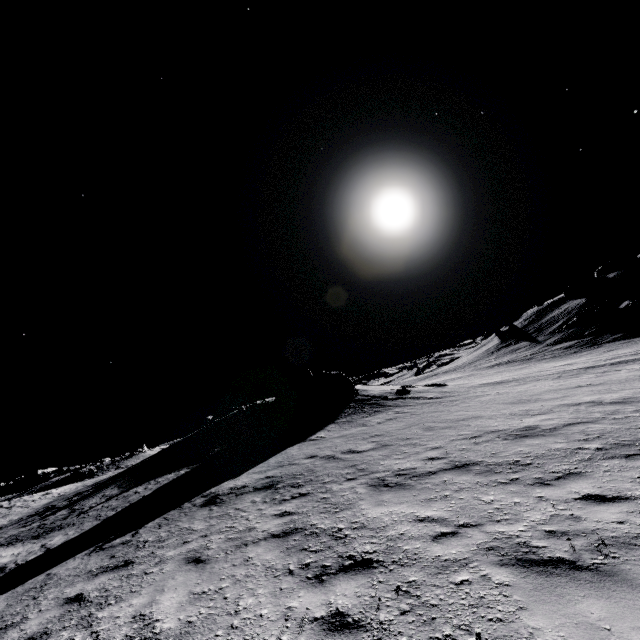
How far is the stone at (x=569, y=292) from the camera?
57.84m

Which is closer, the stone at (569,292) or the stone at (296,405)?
the stone at (296,405)

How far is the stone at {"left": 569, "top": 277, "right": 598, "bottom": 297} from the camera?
57.8m

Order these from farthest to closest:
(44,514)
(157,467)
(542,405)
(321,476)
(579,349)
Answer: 1. (579,349)
2. (157,467)
3. (44,514)
4. (542,405)
5. (321,476)

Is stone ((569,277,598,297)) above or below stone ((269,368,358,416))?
above

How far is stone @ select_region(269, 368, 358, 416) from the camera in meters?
23.8 m

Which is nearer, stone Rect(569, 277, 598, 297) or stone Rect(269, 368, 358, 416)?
stone Rect(269, 368, 358, 416)
